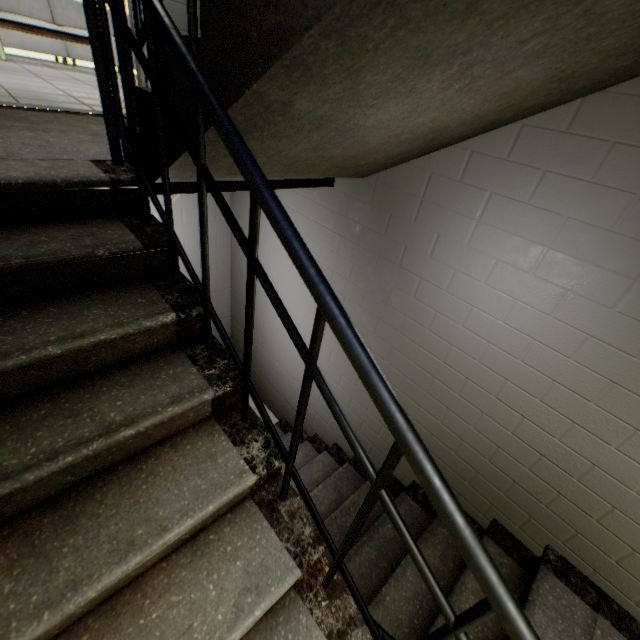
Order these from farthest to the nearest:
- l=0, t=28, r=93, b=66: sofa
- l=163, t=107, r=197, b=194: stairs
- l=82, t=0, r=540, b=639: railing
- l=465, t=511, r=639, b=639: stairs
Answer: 1. l=0, t=28, r=93, b=66: sofa
2. l=465, t=511, r=639, b=639: stairs
3. l=163, t=107, r=197, b=194: stairs
4. l=82, t=0, r=540, b=639: railing

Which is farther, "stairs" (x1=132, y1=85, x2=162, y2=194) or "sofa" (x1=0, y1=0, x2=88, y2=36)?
"sofa" (x1=0, y1=0, x2=88, y2=36)

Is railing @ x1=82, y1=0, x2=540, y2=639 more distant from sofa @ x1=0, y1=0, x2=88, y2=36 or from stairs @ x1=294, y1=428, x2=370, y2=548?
sofa @ x1=0, y1=0, x2=88, y2=36

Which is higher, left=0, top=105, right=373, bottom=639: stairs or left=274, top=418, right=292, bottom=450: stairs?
left=0, top=105, right=373, bottom=639: stairs

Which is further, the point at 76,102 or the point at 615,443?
the point at 76,102

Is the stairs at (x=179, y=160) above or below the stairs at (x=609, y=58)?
below

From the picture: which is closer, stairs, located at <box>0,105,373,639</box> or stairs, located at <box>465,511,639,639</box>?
stairs, located at <box>0,105,373,639</box>

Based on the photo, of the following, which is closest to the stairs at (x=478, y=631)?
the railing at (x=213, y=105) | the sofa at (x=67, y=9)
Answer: the railing at (x=213, y=105)
